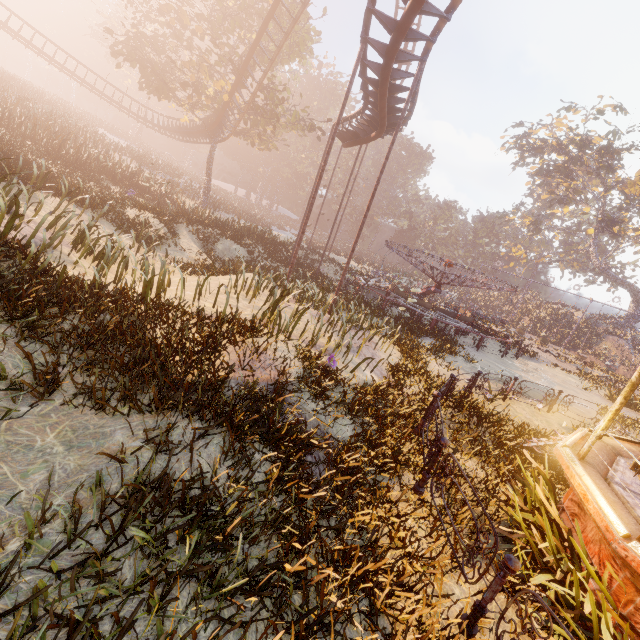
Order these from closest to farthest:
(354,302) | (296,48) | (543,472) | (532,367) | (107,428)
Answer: (107,428)
(543,472)
(354,302)
(532,367)
(296,48)

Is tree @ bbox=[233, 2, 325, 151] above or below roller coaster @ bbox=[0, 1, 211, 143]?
above

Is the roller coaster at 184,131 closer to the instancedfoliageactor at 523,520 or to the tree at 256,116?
the tree at 256,116

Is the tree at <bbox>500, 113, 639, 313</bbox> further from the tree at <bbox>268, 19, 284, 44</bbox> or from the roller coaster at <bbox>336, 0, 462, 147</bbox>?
the tree at <bbox>268, 19, 284, 44</bbox>

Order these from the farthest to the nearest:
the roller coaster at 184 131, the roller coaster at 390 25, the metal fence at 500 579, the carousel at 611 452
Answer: the roller coaster at 184 131 → the roller coaster at 390 25 → the carousel at 611 452 → the metal fence at 500 579

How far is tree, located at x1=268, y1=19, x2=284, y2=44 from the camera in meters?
24.5

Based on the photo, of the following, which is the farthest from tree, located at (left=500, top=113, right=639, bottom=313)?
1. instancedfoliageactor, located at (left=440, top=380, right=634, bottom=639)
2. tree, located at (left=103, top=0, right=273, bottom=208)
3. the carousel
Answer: instancedfoliageactor, located at (left=440, top=380, right=634, bottom=639)

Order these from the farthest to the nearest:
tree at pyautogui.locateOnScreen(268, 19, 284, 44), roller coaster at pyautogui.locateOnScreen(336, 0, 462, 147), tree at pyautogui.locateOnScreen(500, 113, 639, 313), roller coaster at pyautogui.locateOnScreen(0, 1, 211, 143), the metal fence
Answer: tree at pyautogui.locateOnScreen(500, 113, 639, 313), roller coaster at pyautogui.locateOnScreen(0, 1, 211, 143), tree at pyautogui.locateOnScreen(268, 19, 284, 44), roller coaster at pyautogui.locateOnScreen(336, 0, 462, 147), the metal fence
